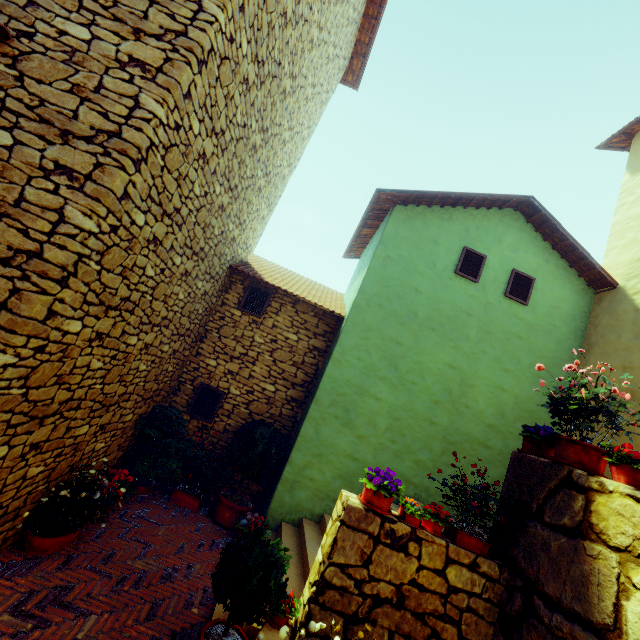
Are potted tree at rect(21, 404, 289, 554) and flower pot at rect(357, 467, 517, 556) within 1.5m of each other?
no

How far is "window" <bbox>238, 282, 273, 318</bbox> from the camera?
7.3 meters

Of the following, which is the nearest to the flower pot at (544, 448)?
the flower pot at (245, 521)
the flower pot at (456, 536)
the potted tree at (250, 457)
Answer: the flower pot at (456, 536)

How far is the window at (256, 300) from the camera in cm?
734

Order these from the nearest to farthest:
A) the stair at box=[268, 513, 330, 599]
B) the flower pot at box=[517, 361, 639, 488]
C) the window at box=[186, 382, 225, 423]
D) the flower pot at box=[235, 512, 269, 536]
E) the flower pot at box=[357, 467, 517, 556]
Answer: the flower pot at box=[517, 361, 639, 488] < the flower pot at box=[357, 467, 517, 556] < the stair at box=[268, 513, 330, 599] < the flower pot at box=[235, 512, 269, 536] < the window at box=[186, 382, 225, 423]

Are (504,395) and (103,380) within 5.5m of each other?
no

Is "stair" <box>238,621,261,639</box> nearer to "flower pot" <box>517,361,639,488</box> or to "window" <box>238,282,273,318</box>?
"flower pot" <box>517,361,639,488</box>

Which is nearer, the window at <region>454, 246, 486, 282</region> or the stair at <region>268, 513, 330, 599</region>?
the stair at <region>268, 513, 330, 599</region>
